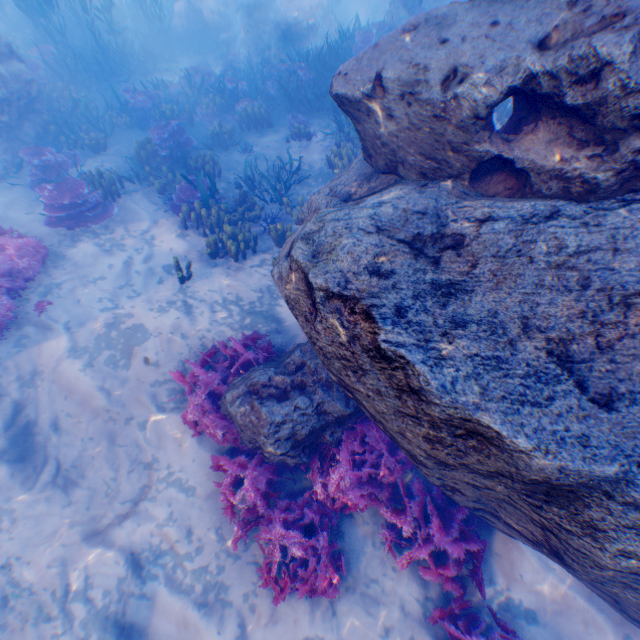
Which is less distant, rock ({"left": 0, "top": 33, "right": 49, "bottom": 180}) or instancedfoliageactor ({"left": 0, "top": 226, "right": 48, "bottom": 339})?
instancedfoliageactor ({"left": 0, "top": 226, "right": 48, "bottom": 339})

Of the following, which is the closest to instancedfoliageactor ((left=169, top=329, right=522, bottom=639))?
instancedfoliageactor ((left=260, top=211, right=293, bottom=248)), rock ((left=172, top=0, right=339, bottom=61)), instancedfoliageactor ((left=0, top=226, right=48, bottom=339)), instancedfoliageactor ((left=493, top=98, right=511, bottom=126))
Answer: rock ((left=172, top=0, right=339, bottom=61))

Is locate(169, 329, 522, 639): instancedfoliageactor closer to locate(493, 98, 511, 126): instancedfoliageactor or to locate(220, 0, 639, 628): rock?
locate(220, 0, 639, 628): rock

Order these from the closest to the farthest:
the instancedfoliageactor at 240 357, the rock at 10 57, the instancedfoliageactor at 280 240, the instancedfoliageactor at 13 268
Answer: the instancedfoliageactor at 240 357 < the instancedfoliageactor at 13 268 < the instancedfoliageactor at 280 240 < the rock at 10 57

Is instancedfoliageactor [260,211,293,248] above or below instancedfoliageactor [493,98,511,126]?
below

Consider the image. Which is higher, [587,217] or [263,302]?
[587,217]

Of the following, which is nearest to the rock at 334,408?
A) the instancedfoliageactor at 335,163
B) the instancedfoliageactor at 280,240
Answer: the instancedfoliageactor at 335,163
